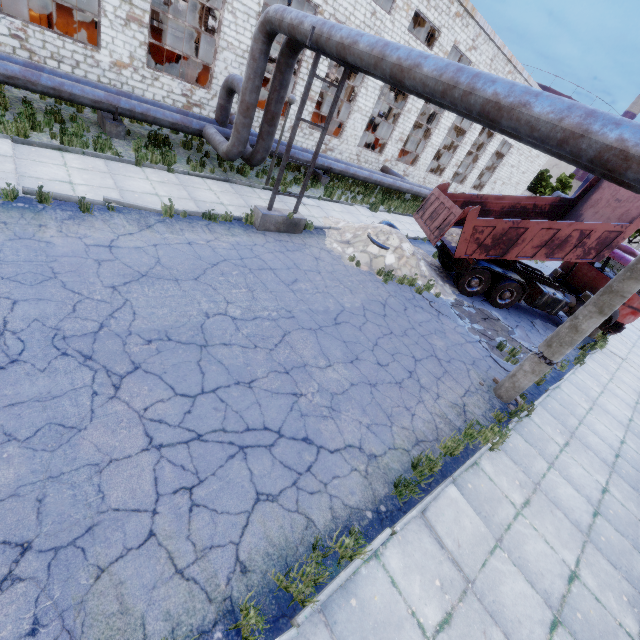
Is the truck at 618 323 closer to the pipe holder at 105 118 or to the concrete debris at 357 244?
the concrete debris at 357 244

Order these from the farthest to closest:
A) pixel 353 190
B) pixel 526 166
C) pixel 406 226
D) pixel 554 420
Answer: pixel 526 166 < pixel 353 190 < pixel 406 226 < pixel 554 420

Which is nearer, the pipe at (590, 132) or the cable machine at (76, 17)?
the pipe at (590, 132)

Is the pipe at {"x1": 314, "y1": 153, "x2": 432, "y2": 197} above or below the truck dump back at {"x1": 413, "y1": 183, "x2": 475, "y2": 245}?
below

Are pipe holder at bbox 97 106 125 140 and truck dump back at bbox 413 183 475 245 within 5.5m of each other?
no

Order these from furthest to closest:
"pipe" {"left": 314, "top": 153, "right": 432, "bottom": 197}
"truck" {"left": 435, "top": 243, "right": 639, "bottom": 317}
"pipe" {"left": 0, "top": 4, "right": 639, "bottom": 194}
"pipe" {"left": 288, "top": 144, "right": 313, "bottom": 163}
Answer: "pipe" {"left": 314, "top": 153, "right": 432, "bottom": 197}
"pipe" {"left": 288, "top": 144, "right": 313, "bottom": 163}
"truck" {"left": 435, "top": 243, "right": 639, "bottom": 317}
"pipe" {"left": 0, "top": 4, "right": 639, "bottom": 194}

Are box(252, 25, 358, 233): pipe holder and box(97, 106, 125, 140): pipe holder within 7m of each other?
yes

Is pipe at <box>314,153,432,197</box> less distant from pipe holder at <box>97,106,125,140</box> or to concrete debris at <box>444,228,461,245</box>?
pipe holder at <box>97,106,125,140</box>
